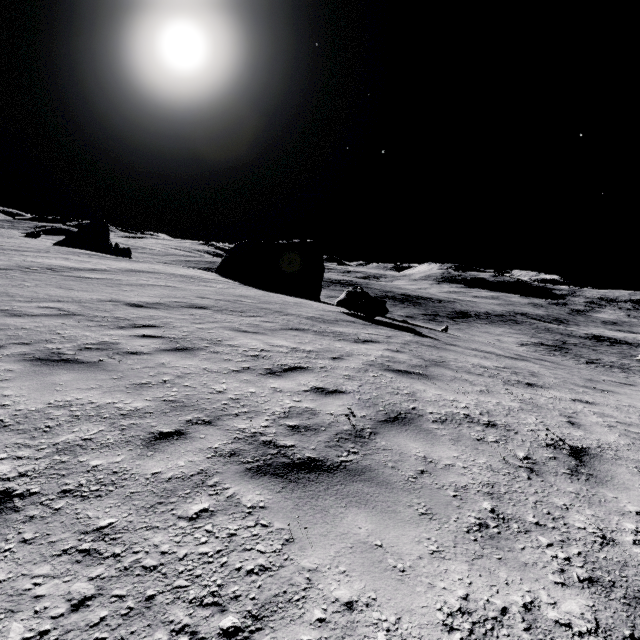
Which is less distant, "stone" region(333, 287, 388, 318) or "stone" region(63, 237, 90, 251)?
"stone" region(333, 287, 388, 318)

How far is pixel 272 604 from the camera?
1.71m

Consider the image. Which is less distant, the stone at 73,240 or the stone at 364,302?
the stone at 364,302

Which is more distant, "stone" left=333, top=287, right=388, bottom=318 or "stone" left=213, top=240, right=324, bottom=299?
"stone" left=213, top=240, right=324, bottom=299

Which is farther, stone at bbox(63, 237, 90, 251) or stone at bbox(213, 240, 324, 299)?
stone at bbox(63, 237, 90, 251)

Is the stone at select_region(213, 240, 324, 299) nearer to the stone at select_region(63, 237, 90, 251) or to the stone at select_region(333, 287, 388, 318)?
the stone at select_region(333, 287, 388, 318)

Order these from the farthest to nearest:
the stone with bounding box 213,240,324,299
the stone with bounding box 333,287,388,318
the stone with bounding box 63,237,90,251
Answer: the stone with bounding box 63,237,90,251, the stone with bounding box 213,240,324,299, the stone with bounding box 333,287,388,318

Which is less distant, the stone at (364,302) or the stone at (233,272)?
the stone at (364,302)
